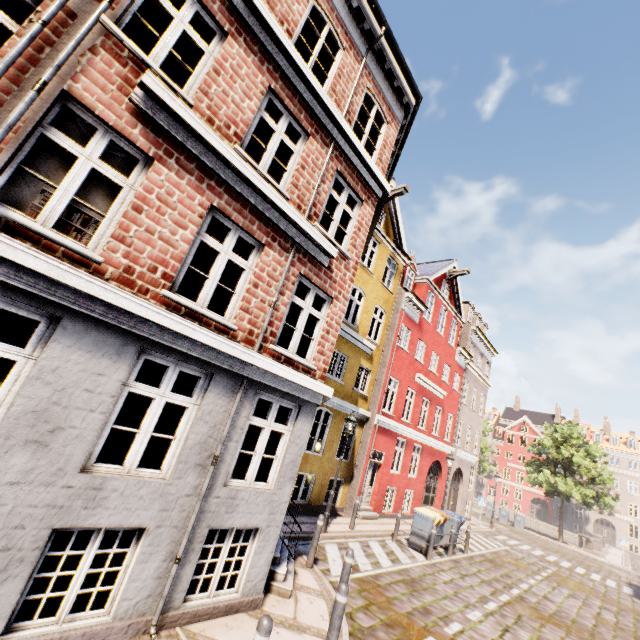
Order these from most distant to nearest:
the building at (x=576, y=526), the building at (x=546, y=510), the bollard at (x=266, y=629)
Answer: the building at (x=546, y=510) < the building at (x=576, y=526) < the bollard at (x=266, y=629)

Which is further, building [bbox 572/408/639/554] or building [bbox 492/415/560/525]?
building [bbox 492/415/560/525]

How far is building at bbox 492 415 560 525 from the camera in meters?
51.4

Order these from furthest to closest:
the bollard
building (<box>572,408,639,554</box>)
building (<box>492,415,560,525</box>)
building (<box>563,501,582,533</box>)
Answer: building (<box>492,415,560,525</box>) → building (<box>563,501,582,533</box>) → building (<box>572,408,639,554</box>) → the bollard

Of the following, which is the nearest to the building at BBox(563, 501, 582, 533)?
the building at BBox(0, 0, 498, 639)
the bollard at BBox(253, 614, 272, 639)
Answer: the bollard at BBox(253, 614, 272, 639)

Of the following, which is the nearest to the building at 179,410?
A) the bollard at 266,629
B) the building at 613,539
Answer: the building at 613,539

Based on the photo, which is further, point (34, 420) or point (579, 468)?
point (579, 468)
